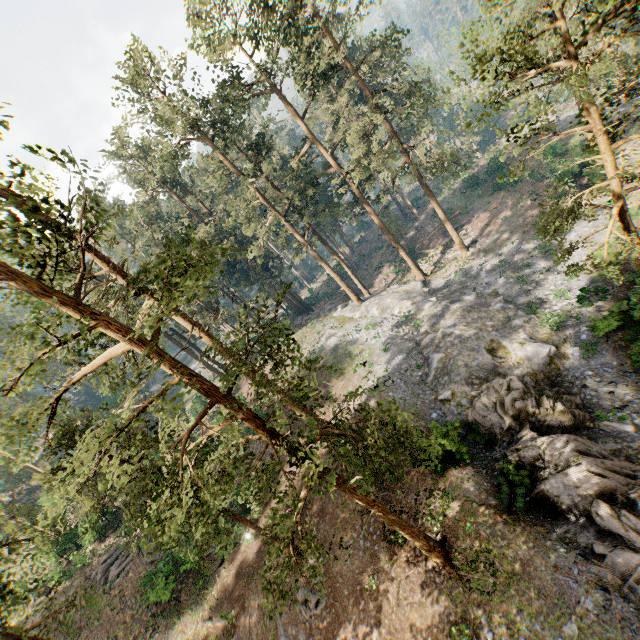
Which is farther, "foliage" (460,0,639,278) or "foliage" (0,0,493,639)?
"foliage" (460,0,639,278)

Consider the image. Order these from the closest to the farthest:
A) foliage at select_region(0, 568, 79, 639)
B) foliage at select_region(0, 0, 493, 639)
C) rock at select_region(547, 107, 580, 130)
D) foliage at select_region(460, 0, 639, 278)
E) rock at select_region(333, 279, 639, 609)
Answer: foliage at select_region(0, 0, 493, 639), foliage at select_region(460, 0, 639, 278), foliage at select_region(0, 568, 79, 639), rock at select_region(333, 279, 639, 609), rock at select_region(547, 107, 580, 130)

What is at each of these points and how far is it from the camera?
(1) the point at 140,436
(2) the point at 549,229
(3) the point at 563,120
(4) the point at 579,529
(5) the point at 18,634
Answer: (1) foliage, 7.1m
(2) foliage, 14.2m
(3) rock, 45.3m
(4) rock, 12.7m
(5) foliage, 12.1m

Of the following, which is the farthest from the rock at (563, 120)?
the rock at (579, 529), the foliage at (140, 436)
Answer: the rock at (579, 529)

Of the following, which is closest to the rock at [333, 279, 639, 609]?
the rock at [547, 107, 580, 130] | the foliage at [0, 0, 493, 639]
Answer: the foliage at [0, 0, 493, 639]

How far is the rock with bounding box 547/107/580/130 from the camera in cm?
4312
